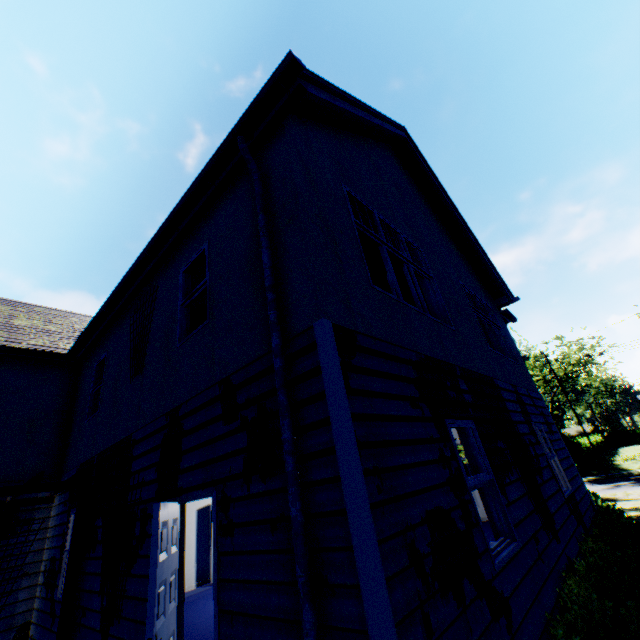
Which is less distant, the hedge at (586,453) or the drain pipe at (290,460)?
the drain pipe at (290,460)

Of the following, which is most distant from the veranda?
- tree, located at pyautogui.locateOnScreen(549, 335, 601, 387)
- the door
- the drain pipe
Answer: tree, located at pyautogui.locateOnScreen(549, 335, 601, 387)

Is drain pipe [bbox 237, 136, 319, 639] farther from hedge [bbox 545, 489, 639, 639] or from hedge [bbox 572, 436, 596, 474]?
hedge [bbox 572, 436, 596, 474]

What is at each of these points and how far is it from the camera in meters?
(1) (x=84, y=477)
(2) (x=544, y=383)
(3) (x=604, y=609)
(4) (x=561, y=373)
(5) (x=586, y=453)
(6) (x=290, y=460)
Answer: (1) veranda, 6.7
(2) tree, 38.3
(3) hedge, 3.9
(4) tree, 38.2
(5) hedge, 36.8
(6) drain pipe, 2.8

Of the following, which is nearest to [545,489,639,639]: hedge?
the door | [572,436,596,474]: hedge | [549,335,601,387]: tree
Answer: the door

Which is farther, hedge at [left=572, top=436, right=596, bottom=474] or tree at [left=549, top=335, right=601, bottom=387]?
tree at [left=549, top=335, right=601, bottom=387]

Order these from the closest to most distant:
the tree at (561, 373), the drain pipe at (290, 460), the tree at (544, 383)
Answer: the drain pipe at (290, 460) → the tree at (544, 383) → the tree at (561, 373)

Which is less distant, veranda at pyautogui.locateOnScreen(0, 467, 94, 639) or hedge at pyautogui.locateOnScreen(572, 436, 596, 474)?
veranda at pyautogui.locateOnScreen(0, 467, 94, 639)
